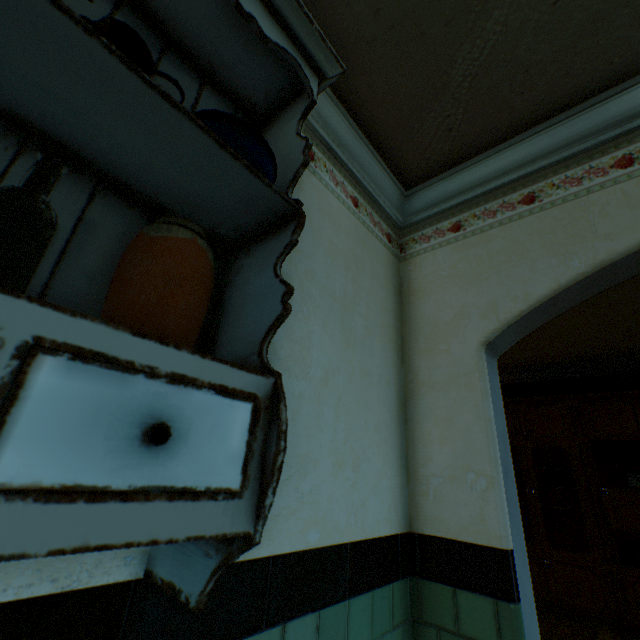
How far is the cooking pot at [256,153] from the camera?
0.8 meters

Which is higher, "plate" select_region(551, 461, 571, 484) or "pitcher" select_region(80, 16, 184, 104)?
"pitcher" select_region(80, 16, 184, 104)

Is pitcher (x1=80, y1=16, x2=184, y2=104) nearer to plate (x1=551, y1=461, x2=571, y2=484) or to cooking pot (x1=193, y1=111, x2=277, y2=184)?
cooking pot (x1=193, y1=111, x2=277, y2=184)

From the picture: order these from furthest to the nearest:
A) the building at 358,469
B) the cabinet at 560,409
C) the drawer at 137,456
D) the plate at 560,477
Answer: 1. the plate at 560,477
2. the cabinet at 560,409
3. the building at 358,469
4. the drawer at 137,456

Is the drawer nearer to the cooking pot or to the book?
the cooking pot

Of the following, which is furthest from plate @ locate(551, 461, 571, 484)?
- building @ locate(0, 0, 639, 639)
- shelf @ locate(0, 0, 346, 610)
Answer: shelf @ locate(0, 0, 346, 610)

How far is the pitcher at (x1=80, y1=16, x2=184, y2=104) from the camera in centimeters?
68cm

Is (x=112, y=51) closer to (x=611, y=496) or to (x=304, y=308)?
(x=304, y=308)
